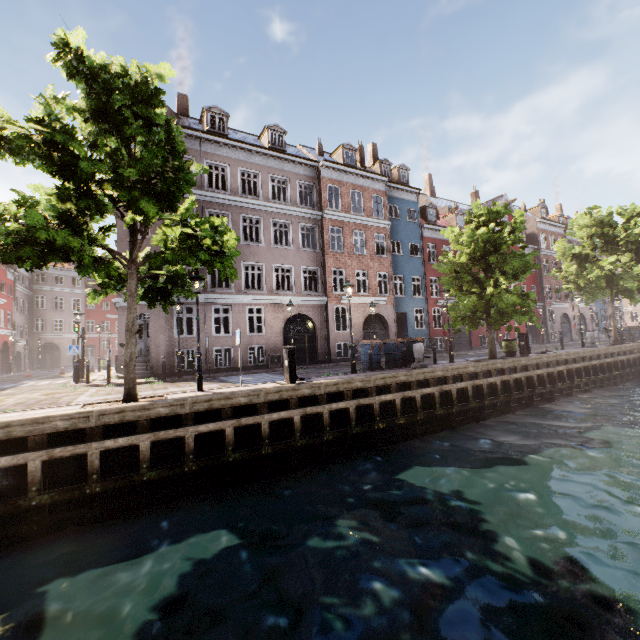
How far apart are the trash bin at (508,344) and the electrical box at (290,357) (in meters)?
13.55

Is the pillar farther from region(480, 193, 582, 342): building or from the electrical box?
region(480, 193, 582, 342): building

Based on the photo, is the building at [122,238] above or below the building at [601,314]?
above

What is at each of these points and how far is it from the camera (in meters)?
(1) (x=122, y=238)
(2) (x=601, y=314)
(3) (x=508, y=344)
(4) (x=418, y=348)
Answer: (1) building, 18.23
(2) building, 43.06
(3) trash bin, 17.94
(4) pillar, 13.88

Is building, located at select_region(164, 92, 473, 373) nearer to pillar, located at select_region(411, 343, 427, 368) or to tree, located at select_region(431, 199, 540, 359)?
tree, located at select_region(431, 199, 540, 359)

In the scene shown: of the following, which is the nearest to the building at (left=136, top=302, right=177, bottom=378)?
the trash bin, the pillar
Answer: the trash bin

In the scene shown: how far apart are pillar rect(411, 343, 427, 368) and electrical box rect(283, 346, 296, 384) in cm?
603
